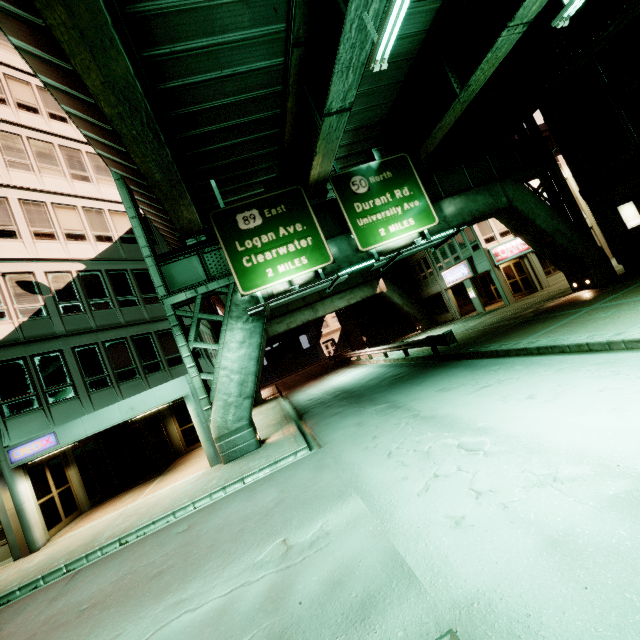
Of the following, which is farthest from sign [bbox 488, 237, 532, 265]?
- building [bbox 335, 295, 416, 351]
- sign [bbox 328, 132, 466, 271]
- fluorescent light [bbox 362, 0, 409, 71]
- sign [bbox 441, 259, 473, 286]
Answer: fluorescent light [bbox 362, 0, 409, 71]

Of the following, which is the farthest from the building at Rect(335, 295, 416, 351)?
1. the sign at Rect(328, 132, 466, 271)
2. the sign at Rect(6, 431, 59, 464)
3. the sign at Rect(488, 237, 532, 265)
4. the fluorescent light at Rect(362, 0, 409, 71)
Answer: the fluorescent light at Rect(362, 0, 409, 71)

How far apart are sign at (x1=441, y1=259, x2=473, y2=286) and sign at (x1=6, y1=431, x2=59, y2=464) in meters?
27.0

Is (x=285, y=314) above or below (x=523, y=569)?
above

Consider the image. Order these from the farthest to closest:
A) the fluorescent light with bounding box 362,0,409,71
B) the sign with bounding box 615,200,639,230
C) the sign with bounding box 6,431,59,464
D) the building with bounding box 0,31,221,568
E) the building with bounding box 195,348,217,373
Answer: the building with bounding box 195,348,217,373, the sign with bounding box 615,200,639,230, the building with bounding box 0,31,221,568, the sign with bounding box 6,431,59,464, the fluorescent light with bounding box 362,0,409,71

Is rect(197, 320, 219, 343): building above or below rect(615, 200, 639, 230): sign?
above

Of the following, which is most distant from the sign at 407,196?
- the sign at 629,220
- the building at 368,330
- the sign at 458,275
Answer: the building at 368,330

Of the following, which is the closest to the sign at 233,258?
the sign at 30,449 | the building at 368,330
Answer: the sign at 30,449
